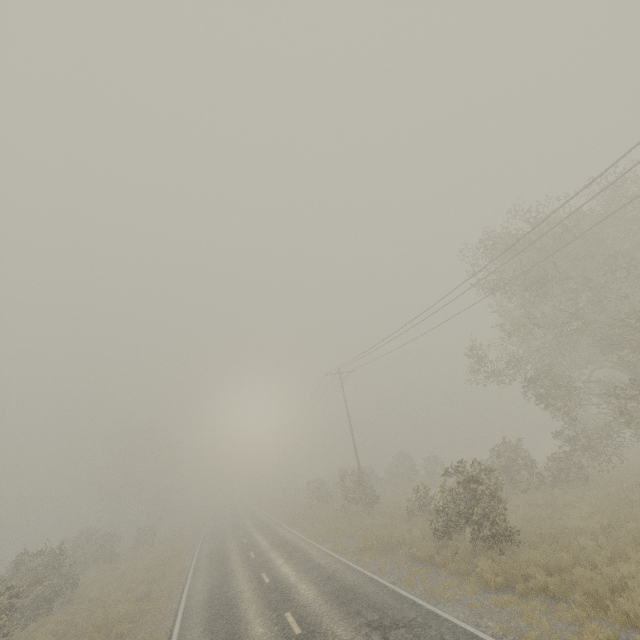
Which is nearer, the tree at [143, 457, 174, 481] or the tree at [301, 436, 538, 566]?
the tree at [301, 436, 538, 566]

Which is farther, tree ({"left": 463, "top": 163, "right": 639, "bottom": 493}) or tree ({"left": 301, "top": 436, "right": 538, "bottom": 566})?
tree ({"left": 463, "top": 163, "right": 639, "bottom": 493})

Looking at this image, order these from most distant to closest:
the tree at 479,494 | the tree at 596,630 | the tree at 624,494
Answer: the tree at 624,494
the tree at 479,494
the tree at 596,630

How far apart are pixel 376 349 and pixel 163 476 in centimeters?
5364cm

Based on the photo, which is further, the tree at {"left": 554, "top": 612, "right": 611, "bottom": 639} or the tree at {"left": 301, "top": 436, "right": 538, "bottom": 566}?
the tree at {"left": 301, "top": 436, "right": 538, "bottom": 566}

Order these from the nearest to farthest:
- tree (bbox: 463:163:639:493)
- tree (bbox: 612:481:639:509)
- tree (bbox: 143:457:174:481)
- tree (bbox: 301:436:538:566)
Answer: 1. tree (bbox: 301:436:538:566)
2. tree (bbox: 612:481:639:509)
3. tree (bbox: 463:163:639:493)
4. tree (bbox: 143:457:174:481)

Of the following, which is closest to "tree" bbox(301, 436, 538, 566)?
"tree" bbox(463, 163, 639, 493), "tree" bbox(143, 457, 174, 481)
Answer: "tree" bbox(463, 163, 639, 493)

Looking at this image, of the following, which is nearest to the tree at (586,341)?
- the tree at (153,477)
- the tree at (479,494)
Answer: the tree at (479,494)
